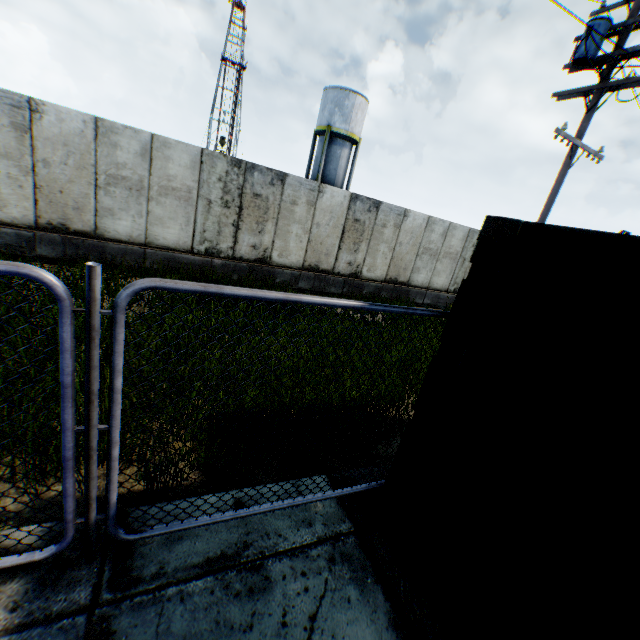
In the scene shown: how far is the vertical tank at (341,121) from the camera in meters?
26.5

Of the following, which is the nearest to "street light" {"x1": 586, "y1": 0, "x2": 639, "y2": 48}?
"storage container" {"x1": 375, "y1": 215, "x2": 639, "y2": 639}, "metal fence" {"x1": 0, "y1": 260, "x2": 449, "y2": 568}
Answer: "metal fence" {"x1": 0, "y1": 260, "x2": 449, "y2": 568}

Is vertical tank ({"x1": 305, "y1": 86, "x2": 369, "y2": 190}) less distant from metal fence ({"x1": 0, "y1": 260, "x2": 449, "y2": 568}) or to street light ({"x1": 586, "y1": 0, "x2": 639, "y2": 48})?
street light ({"x1": 586, "y1": 0, "x2": 639, "y2": 48})

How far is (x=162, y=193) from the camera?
8.87m

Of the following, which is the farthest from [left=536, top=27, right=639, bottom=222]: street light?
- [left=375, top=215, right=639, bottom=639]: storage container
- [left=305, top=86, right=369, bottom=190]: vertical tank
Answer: [left=305, top=86, right=369, bottom=190]: vertical tank

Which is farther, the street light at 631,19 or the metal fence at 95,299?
the street light at 631,19

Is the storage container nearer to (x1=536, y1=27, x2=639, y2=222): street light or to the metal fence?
the metal fence

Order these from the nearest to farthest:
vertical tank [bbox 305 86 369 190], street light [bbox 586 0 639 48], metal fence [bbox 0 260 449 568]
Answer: metal fence [bbox 0 260 449 568], street light [bbox 586 0 639 48], vertical tank [bbox 305 86 369 190]
